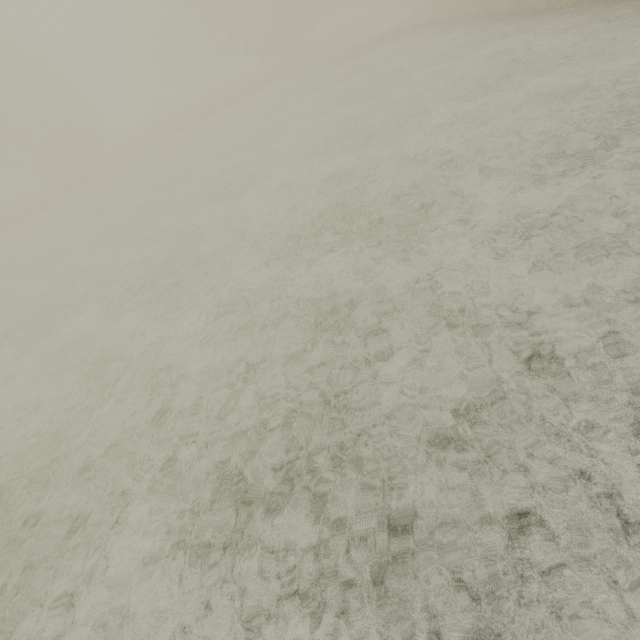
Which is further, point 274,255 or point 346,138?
point 346,138
